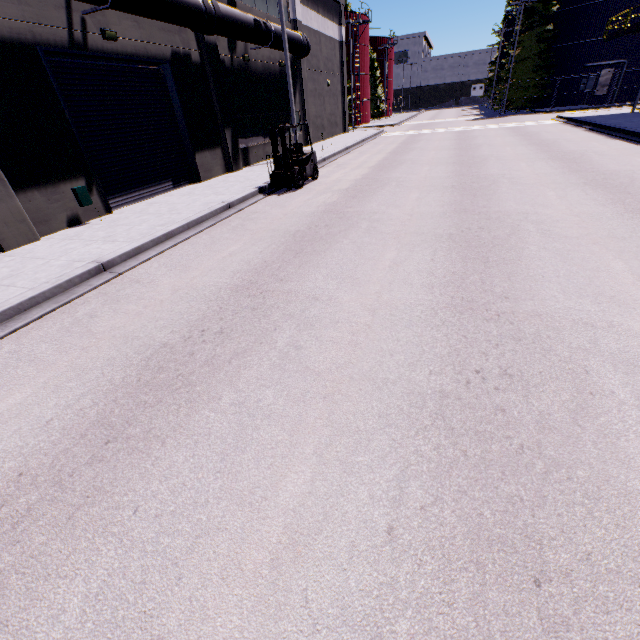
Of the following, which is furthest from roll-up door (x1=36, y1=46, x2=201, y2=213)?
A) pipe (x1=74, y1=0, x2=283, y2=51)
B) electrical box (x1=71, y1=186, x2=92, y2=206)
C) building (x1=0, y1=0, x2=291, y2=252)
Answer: electrical box (x1=71, y1=186, x2=92, y2=206)

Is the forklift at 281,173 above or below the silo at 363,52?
below

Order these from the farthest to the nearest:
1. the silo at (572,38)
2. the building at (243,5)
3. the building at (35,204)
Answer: the silo at (572,38) → the building at (243,5) → the building at (35,204)

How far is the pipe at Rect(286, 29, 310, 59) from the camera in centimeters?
1835cm

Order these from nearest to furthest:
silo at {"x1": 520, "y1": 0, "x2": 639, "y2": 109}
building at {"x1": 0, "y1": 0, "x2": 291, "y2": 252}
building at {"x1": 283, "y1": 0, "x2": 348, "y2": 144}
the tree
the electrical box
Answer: building at {"x1": 0, "y1": 0, "x2": 291, "y2": 252} < the electrical box < building at {"x1": 283, "y1": 0, "x2": 348, "y2": 144} < silo at {"x1": 520, "y1": 0, "x2": 639, "y2": 109} < the tree

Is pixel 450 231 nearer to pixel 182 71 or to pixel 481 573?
pixel 481 573

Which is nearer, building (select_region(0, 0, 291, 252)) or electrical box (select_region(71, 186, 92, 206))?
building (select_region(0, 0, 291, 252))

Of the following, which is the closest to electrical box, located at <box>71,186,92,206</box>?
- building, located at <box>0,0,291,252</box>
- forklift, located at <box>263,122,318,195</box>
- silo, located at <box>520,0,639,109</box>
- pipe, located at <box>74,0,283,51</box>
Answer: building, located at <box>0,0,291,252</box>
